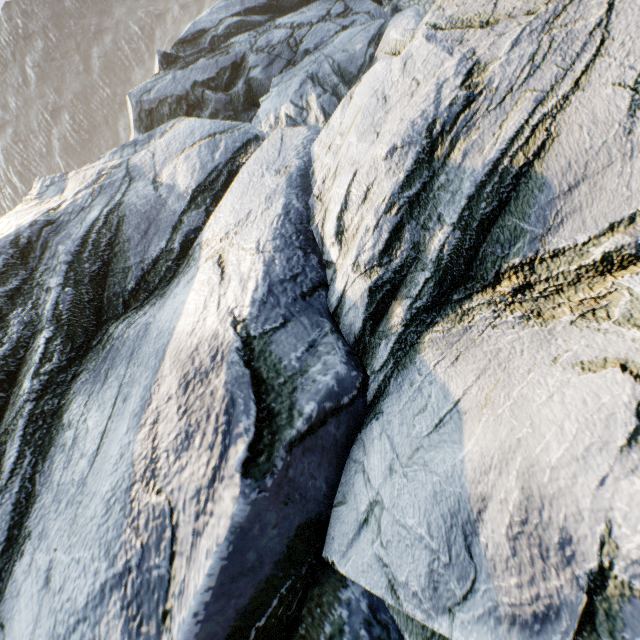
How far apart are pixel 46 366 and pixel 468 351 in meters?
7.2 m
